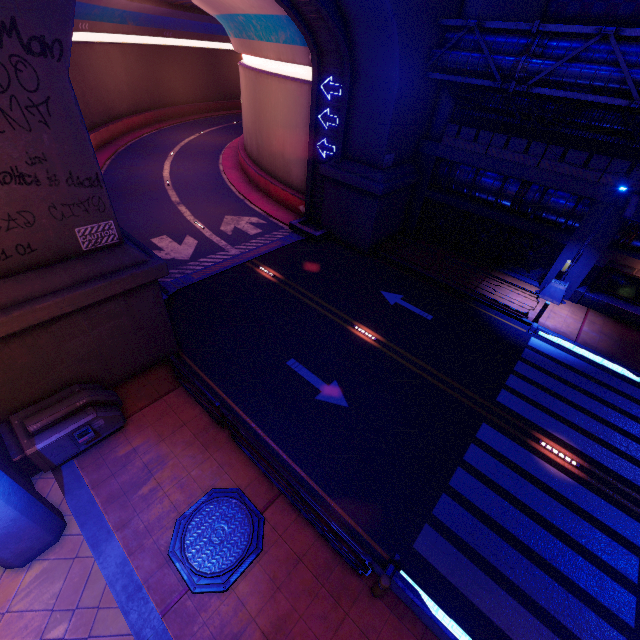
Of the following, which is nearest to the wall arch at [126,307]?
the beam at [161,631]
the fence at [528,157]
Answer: the fence at [528,157]

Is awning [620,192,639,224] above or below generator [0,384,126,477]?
above

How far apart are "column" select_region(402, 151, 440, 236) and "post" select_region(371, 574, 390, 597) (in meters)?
19.08

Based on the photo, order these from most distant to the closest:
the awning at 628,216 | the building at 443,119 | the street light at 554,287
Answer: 1. the building at 443,119
2. the street light at 554,287
3. the awning at 628,216

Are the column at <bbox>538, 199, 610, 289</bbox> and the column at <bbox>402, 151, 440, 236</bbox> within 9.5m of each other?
yes

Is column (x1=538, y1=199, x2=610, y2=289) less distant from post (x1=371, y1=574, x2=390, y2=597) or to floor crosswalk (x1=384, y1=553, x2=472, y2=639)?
floor crosswalk (x1=384, y1=553, x2=472, y2=639)

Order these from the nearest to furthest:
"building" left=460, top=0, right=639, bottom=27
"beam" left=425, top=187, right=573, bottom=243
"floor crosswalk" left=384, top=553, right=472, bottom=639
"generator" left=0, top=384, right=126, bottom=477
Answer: "floor crosswalk" left=384, top=553, right=472, bottom=639
"generator" left=0, top=384, right=126, bottom=477
"building" left=460, top=0, right=639, bottom=27
"beam" left=425, top=187, right=573, bottom=243

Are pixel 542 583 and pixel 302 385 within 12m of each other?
yes
